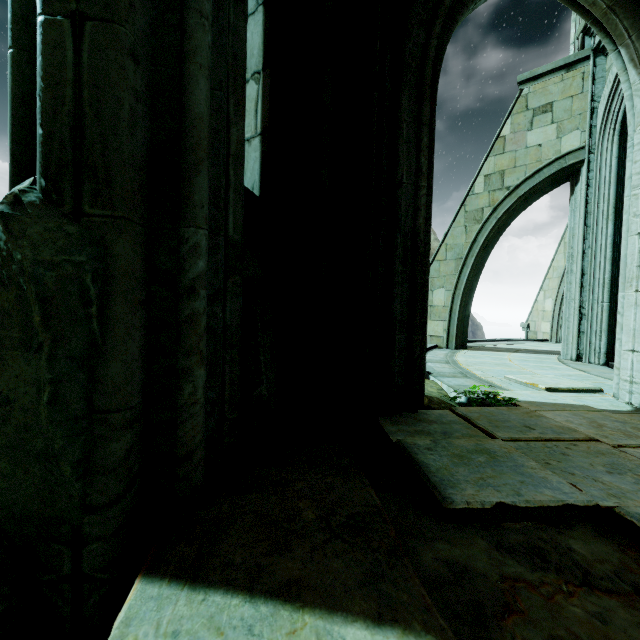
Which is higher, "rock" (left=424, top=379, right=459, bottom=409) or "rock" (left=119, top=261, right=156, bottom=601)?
"rock" (left=119, top=261, right=156, bottom=601)

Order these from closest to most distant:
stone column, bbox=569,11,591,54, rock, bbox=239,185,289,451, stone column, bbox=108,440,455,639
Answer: stone column, bbox=108,440,455,639, rock, bbox=239,185,289,451, stone column, bbox=569,11,591,54

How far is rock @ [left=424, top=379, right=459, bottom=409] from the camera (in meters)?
3.41

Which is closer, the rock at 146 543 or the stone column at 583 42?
the rock at 146 543

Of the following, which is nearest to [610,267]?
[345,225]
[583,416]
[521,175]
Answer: [521,175]

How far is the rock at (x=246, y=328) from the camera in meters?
1.8 m

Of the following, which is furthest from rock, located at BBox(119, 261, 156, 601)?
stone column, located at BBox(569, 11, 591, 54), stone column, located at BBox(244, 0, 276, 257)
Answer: stone column, located at BBox(569, 11, 591, 54)
